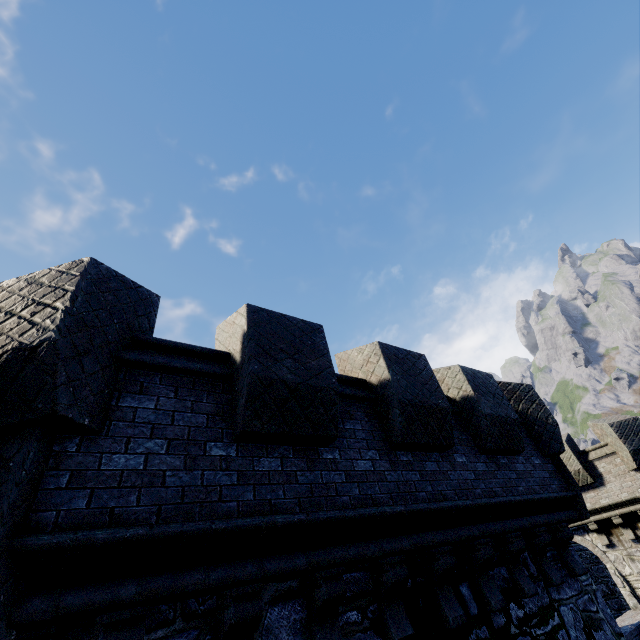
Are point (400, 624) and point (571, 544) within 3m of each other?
no
